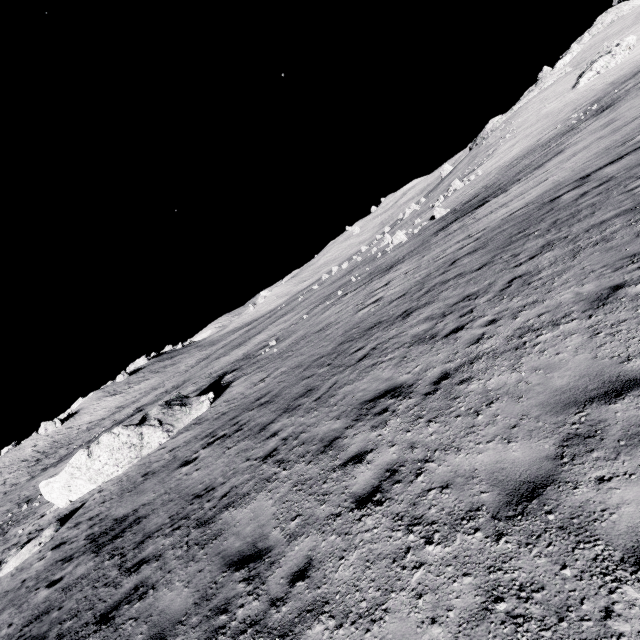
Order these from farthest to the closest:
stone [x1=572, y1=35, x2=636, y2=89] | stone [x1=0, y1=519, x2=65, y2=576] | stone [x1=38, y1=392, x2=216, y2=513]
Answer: stone [x1=572, y1=35, x2=636, y2=89] < stone [x1=38, y1=392, x2=216, y2=513] < stone [x1=0, y1=519, x2=65, y2=576]

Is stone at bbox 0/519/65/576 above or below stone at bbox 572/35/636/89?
below

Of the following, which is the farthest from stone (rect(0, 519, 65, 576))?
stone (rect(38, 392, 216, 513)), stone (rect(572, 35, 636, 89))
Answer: stone (rect(572, 35, 636, 89))

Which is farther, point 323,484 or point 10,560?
point 10,560

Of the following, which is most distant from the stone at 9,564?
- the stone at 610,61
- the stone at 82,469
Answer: the stone at 610,61

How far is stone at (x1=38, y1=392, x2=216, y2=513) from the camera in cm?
1678

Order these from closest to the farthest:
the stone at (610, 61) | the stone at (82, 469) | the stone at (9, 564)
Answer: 1. the stone at (9, 564)
2. the stone at (82, 469)
3. the stone at (610, 61)
